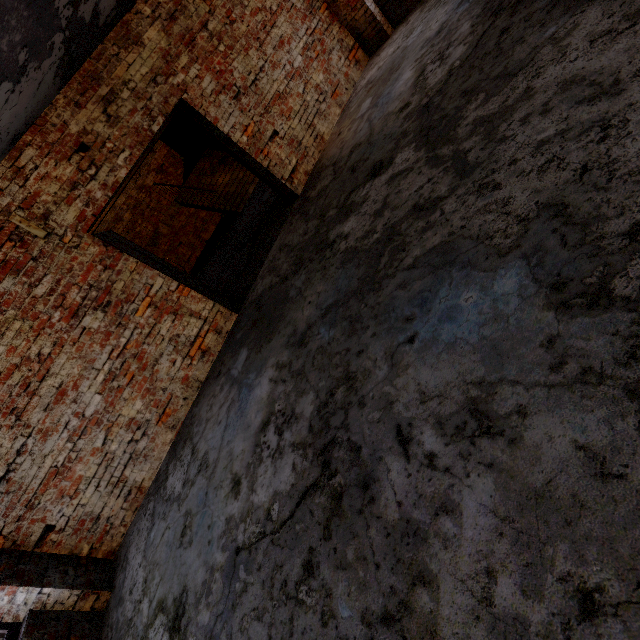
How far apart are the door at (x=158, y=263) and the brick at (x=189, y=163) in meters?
8.4

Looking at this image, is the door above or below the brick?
below

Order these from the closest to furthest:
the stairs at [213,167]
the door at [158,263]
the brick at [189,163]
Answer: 1. the door at [158,263]
2. the stairs at [213,167]
3. the brick at [189,163]

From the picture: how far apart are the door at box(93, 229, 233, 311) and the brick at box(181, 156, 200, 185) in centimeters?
836cm

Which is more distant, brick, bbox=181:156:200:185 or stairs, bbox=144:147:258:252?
brick, bbox=181:156:200:185

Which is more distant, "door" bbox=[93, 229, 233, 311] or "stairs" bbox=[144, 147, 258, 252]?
"stairs" bbox=[144, 147, 258, 252]

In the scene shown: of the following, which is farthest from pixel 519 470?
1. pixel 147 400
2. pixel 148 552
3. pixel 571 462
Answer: pixel 147 400

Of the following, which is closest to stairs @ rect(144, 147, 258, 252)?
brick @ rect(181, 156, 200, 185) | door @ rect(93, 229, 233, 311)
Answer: brick @ rect(181, 156, 200, 185)
